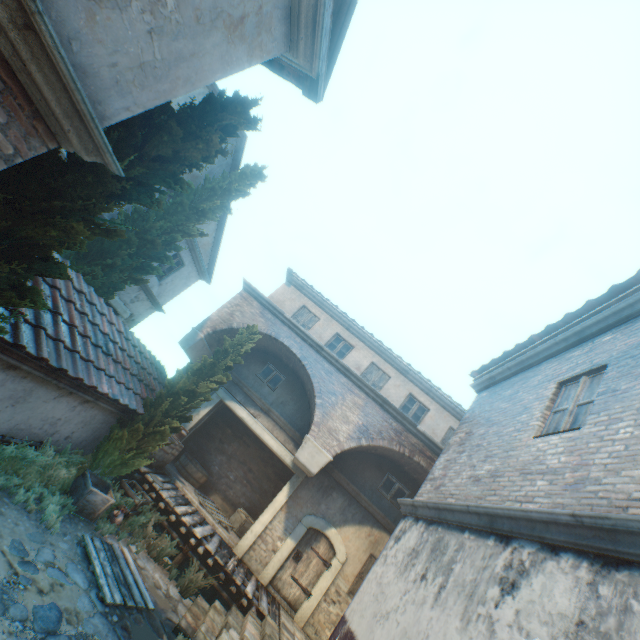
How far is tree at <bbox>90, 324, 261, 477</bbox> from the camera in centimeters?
805cm

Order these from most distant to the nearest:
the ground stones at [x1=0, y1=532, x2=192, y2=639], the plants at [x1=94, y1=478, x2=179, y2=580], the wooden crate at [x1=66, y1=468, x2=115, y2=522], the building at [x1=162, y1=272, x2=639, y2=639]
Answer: the plants at [x1=94, y1=478, x2=179, y2=580]
the wooden crate at [x1=66, y1=468, x2=115, y2=522]
the ground stones at [x1=0, y1=532, x2=192, y2=639]
the building at [x1=162, y1=272, x2=639, y2=639]

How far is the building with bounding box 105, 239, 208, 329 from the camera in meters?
13.0 m

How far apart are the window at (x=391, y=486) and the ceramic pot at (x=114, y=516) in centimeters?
778cm

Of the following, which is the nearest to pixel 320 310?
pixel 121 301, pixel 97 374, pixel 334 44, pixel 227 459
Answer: pixel 227 459

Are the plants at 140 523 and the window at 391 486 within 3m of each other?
no

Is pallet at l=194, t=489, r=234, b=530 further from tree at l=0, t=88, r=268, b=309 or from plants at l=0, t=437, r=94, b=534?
plants at l=0, t=437, r=94, b=534

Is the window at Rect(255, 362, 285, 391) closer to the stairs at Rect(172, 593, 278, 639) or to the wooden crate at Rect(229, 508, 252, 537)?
the wooden crate at Rect(229, 508, 252, 537)
